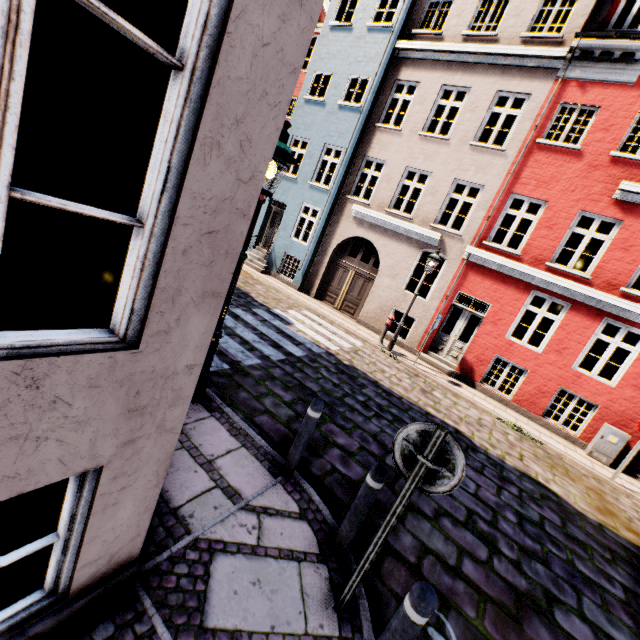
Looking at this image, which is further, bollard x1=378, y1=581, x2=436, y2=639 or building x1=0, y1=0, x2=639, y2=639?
bollard x1=378, y1=581, x2=436, y2=639

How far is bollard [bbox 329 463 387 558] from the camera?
3.0 meters

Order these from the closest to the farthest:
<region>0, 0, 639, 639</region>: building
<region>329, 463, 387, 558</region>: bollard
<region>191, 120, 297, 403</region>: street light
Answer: <region>0, 0, 639, 639</region>: building < <region>329, 463, 387, 558</region>: bollard < <region>191, 120, 297, 403</region>: street light

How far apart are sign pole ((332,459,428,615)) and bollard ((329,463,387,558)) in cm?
45

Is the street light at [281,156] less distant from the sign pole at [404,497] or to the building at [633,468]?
the sign pole at [404,497]

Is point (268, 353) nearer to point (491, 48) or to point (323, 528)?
point (323, 528)

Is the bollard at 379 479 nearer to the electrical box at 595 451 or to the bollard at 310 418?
the bollard at 310 418

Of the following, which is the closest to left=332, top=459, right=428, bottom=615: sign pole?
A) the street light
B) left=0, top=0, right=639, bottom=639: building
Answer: the street light
